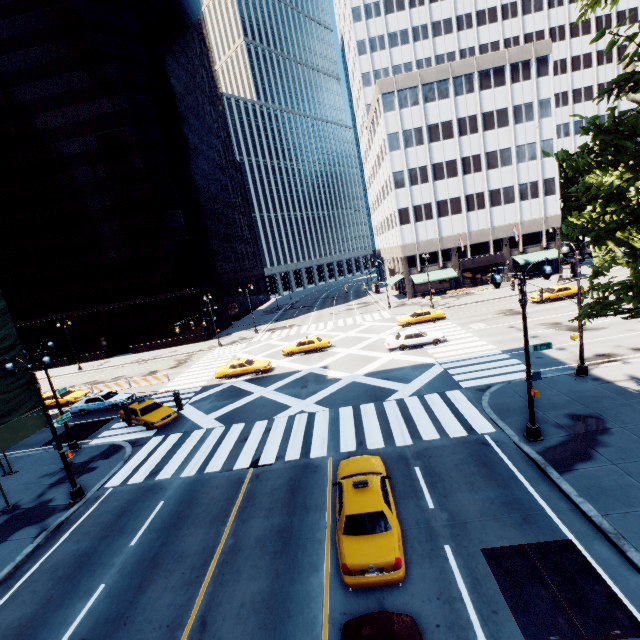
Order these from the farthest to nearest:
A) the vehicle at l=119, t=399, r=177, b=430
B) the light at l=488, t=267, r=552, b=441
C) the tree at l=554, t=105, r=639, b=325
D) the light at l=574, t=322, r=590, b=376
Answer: the vehicle at l=119, t=399, r=177, b=430, the light at l=574, t=322, r=590, b=376, the light at l=488, t=267, r=552, b=441, the tree at l=554, t=105, r=639, b=325

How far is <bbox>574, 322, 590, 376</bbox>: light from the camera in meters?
17.7 m

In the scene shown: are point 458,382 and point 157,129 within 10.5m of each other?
no

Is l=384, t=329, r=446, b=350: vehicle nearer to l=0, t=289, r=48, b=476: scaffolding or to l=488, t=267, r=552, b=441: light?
l=488, t=267, r=552, b=441: light

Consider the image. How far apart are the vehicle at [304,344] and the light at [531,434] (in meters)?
20.40

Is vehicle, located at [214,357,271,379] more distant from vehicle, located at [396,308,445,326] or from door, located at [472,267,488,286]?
door, located at [472,267,488,286]

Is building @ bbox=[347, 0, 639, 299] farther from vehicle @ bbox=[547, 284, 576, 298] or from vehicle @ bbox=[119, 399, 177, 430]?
vehicle @ bbox=[119, 399, 177, 430]

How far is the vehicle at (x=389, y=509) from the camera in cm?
862
